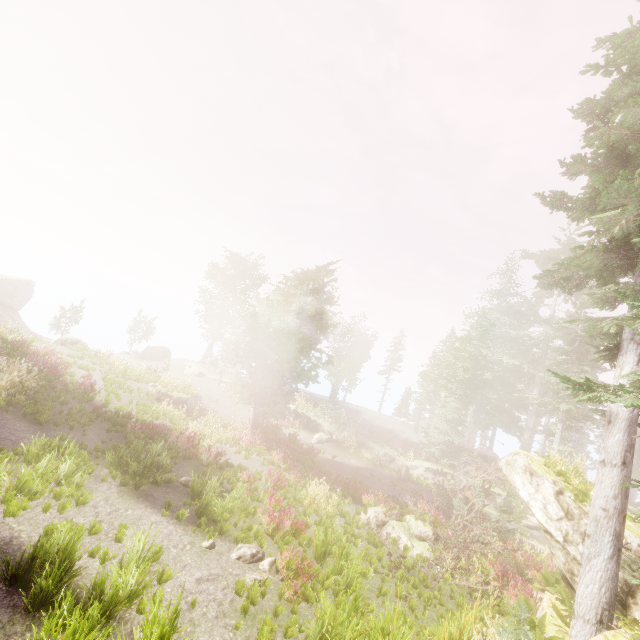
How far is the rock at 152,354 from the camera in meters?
39.5 m

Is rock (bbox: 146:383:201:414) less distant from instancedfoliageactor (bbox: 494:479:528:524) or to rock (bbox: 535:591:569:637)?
instancedfoliageactor (bbox: 494:479:528:524)

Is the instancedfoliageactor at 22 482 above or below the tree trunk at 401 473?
above

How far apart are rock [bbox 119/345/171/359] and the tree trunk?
30.28m

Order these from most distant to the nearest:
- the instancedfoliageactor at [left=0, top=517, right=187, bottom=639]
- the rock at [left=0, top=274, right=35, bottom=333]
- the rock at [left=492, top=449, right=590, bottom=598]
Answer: the rock at [left=0, top=274, right=35, bottom=333] < the rock at [left=492, top=449, right=590, bottom=598] < the instancedfoliageactor at [left=0, top=517, right=187, bottom=639]

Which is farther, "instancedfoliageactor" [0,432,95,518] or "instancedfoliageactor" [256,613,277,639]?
"instancedfoliageactor" [0,432,95,518]

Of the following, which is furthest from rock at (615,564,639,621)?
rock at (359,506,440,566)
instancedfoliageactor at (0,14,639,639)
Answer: rock at (359,506,440,566)

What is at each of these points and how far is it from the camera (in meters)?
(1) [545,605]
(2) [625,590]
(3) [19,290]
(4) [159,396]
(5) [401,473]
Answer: (1) rock, 10.48
(2) rock, 8.66
(3) rock, 39.56
(4) rock, 21.77
(5) tree trunk, 24.30
